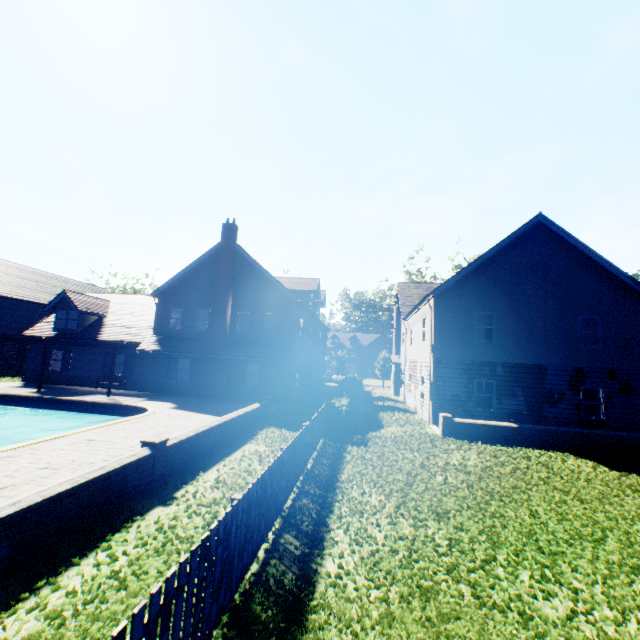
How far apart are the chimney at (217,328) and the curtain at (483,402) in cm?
1522

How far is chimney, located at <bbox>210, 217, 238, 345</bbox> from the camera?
21.69m

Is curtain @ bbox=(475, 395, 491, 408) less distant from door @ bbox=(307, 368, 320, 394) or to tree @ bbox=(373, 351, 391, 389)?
door @ bbox=(307, 368, 320, 394)

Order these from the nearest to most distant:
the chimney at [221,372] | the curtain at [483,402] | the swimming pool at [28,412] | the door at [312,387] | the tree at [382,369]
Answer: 1. the swimming pool at [28,412]
2. the curtain at [483,402]
3. the chimney at [221,372]
4. the door at [312,387]
5. the tree at [382,369]

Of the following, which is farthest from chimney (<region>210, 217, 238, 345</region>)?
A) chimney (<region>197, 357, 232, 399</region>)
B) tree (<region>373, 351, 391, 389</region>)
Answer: tree (<region>373, 351, 391, 389</region>)

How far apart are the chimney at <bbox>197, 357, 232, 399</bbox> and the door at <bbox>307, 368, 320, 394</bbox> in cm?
810

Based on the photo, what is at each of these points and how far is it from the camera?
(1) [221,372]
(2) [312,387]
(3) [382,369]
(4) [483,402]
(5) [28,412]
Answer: (1) chimney, 21.30m
(2) door, 27.97m
(3) tree, 52.88m
(4) curtain, 16.69m
(5) swimming pool, 17.84m

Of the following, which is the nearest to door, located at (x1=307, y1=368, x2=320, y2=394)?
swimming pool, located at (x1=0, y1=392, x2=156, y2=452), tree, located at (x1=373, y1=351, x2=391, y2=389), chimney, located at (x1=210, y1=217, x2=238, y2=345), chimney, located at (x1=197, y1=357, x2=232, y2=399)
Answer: chimney, located at (x1=197, y1=357, x2=232, y2=399)
